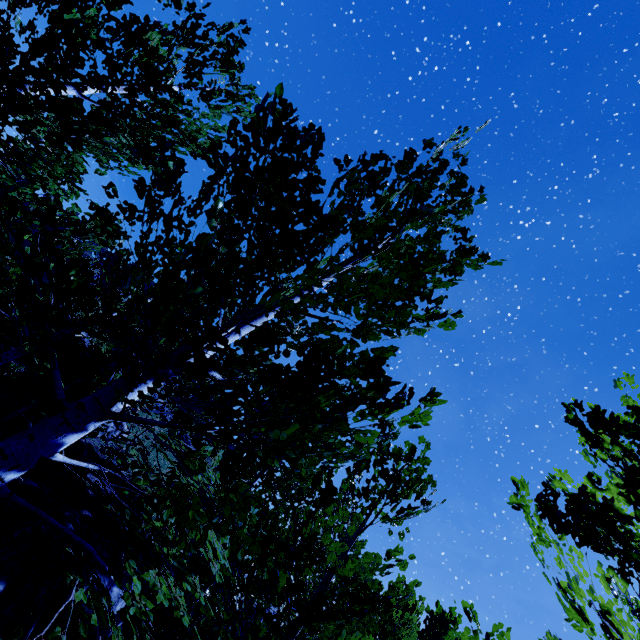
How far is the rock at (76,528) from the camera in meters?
8.8 m

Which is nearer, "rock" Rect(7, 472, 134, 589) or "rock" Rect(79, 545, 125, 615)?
"rock" Rect(7, 472, 134, 589)

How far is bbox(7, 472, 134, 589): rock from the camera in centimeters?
878cm

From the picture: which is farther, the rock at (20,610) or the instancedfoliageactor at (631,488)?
the rock at (20,610)

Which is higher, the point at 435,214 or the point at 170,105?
the point at 170,105

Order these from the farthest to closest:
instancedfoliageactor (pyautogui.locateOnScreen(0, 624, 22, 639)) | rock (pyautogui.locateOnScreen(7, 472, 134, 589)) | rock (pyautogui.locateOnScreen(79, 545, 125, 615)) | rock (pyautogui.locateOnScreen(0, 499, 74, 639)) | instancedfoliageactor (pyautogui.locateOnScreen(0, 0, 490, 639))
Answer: rock (pyautogui.locateOnScreen(79, 545, 125, 615)), rock (pyautogui.locateOnScreen(7, 472, 134, 589)), rock (pyautogui.locateOnScreen(0, 499, 74, 639)), instancedfoliageactor (pyautogui.locateOnScreen(0, 0, 490, 639)), instancedfoliageactor (pyautogui.locateOnScreen(0, 624, 22, 639))
